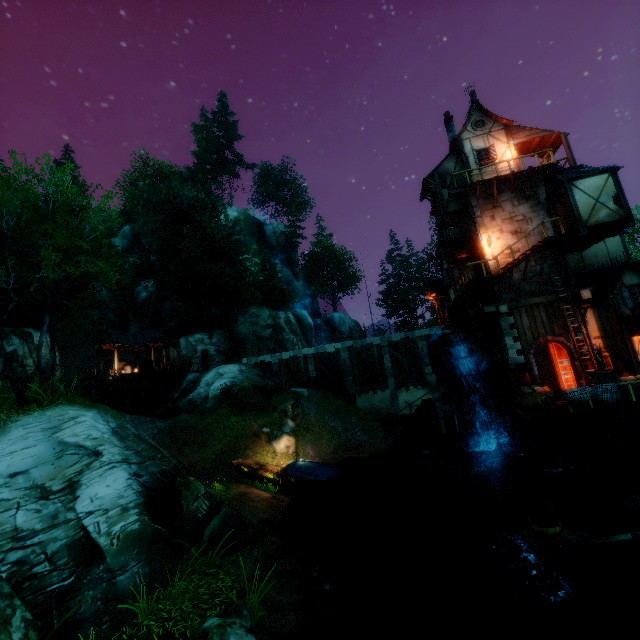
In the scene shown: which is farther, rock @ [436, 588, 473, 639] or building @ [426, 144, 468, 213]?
building @ [426, 144, 468, 213]

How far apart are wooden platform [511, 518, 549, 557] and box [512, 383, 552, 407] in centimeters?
742cm

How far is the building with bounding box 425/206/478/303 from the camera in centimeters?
2056cm

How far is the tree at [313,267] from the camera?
54.66m

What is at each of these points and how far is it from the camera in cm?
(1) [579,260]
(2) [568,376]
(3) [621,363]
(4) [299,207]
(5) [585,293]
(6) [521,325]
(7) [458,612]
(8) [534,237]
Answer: (1) building, 2094
(2) door, 1695
(3) barrel, 1619
(4) tree, 5881
(5) tower, 1686
(6) tower, 1797
(7) rock, 919
(8) tower, 1877

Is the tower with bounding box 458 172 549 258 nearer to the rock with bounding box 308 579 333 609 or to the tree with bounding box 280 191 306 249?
the tree with bounding box 280 191 306 249

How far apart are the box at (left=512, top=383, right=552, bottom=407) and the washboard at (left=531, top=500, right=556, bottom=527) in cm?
863

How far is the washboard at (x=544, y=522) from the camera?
8.2 meters
